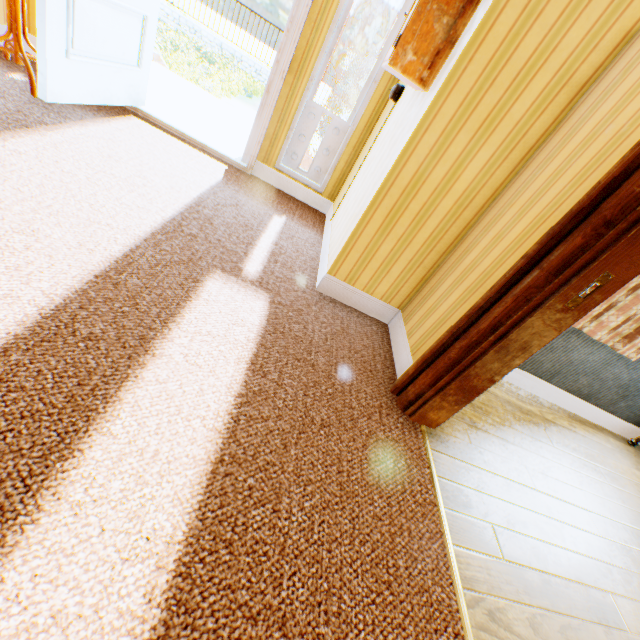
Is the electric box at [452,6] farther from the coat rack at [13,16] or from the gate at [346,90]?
the gate at [346,90]

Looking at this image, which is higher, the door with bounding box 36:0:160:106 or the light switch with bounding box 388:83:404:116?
the light switch with bounding box 388:83:404:116

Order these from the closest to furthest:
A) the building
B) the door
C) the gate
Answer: the building, the door, the gate

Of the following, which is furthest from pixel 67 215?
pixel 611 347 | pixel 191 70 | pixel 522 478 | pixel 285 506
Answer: pixel 191 70

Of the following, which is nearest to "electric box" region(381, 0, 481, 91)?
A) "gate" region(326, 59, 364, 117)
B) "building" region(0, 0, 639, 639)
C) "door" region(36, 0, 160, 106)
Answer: "building" region(0, 0, 639, 639)

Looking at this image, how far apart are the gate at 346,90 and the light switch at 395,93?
12.72m

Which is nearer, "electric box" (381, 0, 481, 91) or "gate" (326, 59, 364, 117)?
"electric box" (381, 0, 481, 91)

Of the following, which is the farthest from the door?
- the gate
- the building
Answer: the gate
